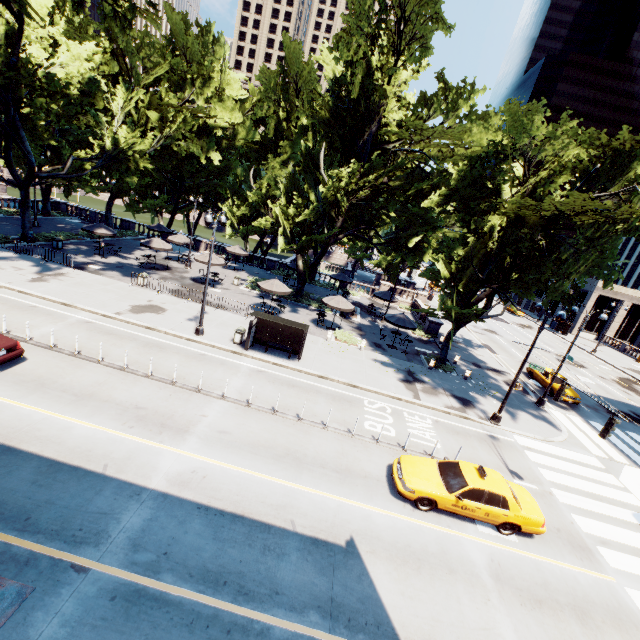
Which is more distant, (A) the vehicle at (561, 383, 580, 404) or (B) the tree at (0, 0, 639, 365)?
(A) the vehicle at (561, 383, 580, 404)

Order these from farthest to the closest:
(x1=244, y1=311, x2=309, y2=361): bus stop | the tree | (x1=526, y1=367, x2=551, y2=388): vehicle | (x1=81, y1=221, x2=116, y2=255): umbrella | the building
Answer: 1. the building
2. (x1=81, y1=221, x2=116, y2=255): umbrella
3. (x1=526, y1=367, x2=551, y2=388): vehicle
4. (x1=244, y1=311, x2=309, y2=361): bus stop
5. the tree

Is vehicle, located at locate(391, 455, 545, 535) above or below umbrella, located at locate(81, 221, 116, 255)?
below

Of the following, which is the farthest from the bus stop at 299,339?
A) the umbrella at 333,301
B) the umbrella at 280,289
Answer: the umbrella at 333,301

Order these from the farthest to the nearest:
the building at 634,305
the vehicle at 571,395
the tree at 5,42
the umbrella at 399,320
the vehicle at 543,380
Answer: the building at 634,305, the vehicle at 543,380, the umbrella at 399,320, the vehicle at 571,395, the tree at 5,42

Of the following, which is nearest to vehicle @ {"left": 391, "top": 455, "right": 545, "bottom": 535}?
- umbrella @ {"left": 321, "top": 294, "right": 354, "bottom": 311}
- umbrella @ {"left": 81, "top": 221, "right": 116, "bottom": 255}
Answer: umbrella @ {"left": 321, "top": 294, "right": 354, "bottom": 311}

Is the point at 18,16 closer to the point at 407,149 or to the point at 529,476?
the point at 407,149

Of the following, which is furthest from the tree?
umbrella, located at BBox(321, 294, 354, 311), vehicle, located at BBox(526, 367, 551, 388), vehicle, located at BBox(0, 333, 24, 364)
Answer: vehicle, located at BBox(0, 333, 24, 364)
